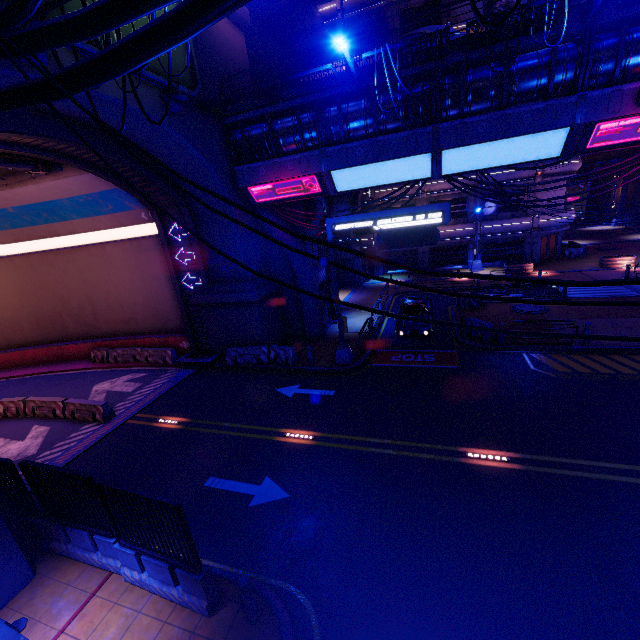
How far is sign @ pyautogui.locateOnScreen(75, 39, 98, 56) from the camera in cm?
880

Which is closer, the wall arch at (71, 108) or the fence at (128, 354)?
the wall arch at (71, 108)

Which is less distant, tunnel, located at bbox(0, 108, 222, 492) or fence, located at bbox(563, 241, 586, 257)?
tunnel, located at bbox(0, 108, 222, 492)

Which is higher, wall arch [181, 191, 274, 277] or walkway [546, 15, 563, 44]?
walkway [546, 15, 563, 44]

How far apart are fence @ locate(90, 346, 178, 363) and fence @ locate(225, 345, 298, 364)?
6.6 meters

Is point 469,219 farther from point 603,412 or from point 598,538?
point 598,538

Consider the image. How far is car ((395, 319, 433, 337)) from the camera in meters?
18.0 m

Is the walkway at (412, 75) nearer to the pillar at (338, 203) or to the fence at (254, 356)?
the fence at (254, 356)
